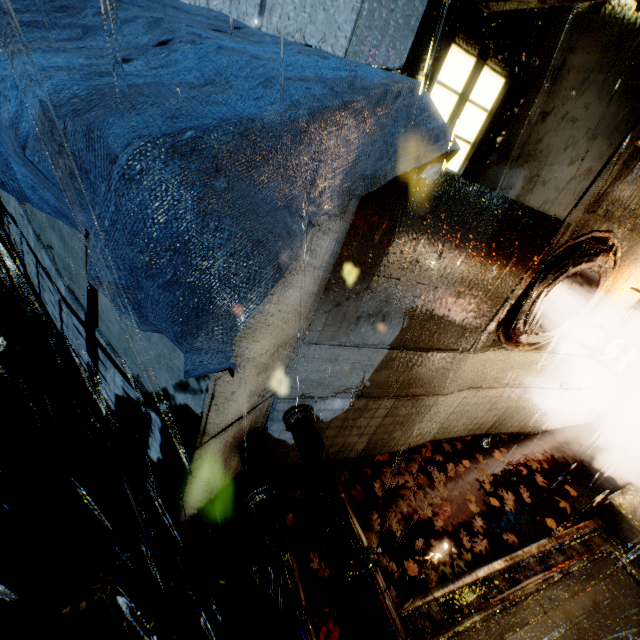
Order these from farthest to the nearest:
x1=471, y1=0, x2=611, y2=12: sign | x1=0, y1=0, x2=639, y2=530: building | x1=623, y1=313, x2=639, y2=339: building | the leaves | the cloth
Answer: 1. x1=623, y1=313, x2=639, y2=339: building
2. the leaves
3. x1=0, y1=0, x2=639, y2=530: building
4. x1=471, y1=0, x2=611, y2=12: sign
5. the cloth

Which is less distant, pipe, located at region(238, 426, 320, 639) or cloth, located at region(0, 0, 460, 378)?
cloth, located at region(0, 0, 460, 378)

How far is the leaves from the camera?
6.7m

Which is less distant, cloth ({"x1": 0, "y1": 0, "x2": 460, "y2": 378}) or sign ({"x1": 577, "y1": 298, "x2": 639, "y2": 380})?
cloth ({"x1": 0, "y1": 0, "x2": 460, "y2": 378})

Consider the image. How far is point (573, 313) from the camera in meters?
6.6

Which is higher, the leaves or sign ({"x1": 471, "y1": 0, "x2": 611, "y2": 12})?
sign ({"x1": 471, "y1": 0, "x2": 611, "y2": 12})

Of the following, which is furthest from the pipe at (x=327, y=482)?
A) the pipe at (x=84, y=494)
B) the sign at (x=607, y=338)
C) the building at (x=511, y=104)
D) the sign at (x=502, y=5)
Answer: the sign at (x=607, y=338)

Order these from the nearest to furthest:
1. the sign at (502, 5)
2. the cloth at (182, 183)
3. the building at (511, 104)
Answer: the cloth at (182, 183)
the sign at (502, 5)
the building at (511, 104)
